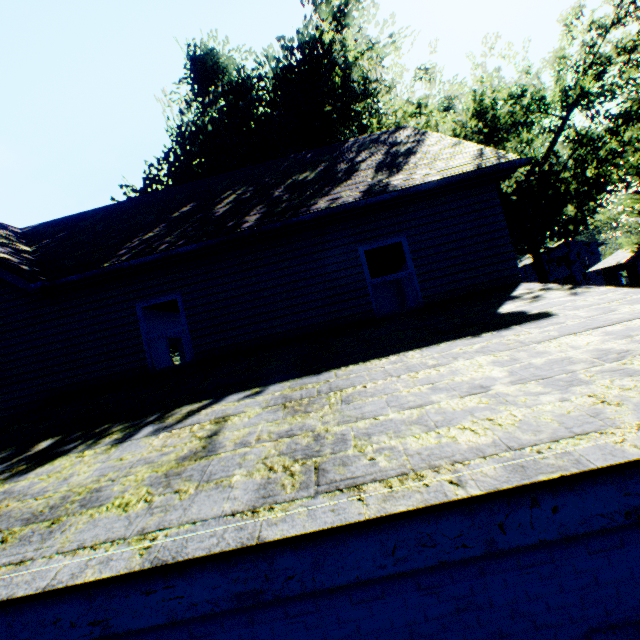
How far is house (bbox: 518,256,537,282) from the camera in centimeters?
5297cm

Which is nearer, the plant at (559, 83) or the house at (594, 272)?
the plant at (559, 83)

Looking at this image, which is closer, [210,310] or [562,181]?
[210,310]

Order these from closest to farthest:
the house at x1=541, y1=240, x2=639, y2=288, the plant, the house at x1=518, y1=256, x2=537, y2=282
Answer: the plant < the house at x1=541, y1=240, x2=639, y2=288 < the house at x1=518, y1=256, x2=537, y2=282

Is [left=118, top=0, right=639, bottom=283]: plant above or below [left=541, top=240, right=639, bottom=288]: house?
above

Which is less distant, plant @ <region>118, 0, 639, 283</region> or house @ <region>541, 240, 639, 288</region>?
plant @ <region>118, 0, 639, 283</region>
